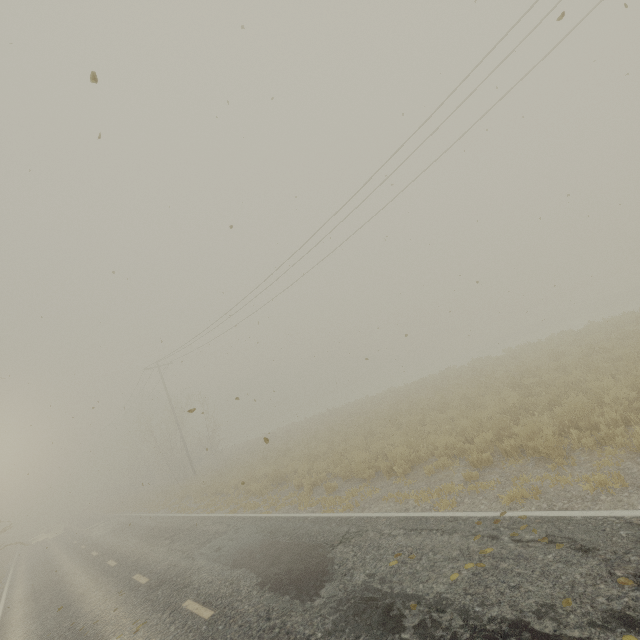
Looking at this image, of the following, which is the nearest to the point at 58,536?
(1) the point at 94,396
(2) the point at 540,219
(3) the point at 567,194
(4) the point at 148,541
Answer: (1) the point at 94,396
